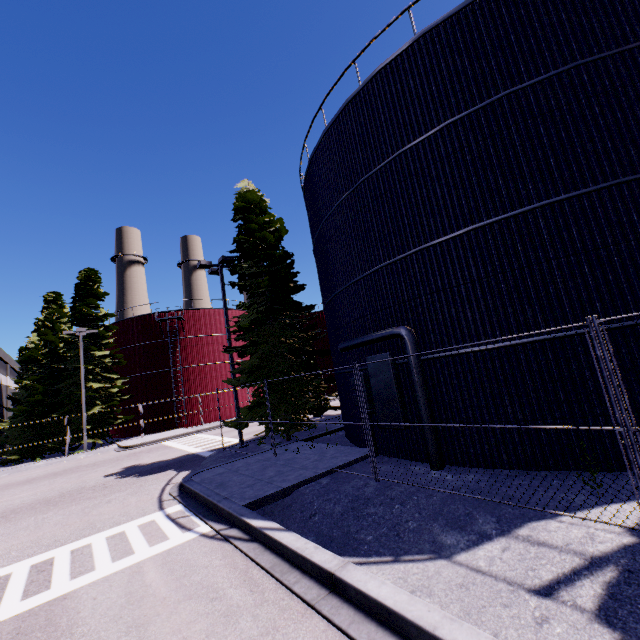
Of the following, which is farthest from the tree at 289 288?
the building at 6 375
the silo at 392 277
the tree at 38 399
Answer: the tree at 38 399

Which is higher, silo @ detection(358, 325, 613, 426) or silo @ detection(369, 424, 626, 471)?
silo @ detection(358, 325, 613, 426)

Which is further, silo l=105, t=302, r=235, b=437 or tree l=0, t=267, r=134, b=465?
silo l=105, t=302, r=235, b=437

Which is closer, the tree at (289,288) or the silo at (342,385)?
the silo at (342,385)

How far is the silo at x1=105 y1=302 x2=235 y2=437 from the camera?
32.3m

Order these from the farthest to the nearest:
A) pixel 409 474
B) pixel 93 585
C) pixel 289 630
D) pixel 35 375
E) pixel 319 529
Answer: pixel 35 375
pixel 409 474
pixel 319 529
pixel 93 585
pixel 289 630

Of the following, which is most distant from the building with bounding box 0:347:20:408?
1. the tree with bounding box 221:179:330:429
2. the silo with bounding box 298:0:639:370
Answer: the tree with bounding box 221:179:330:429
